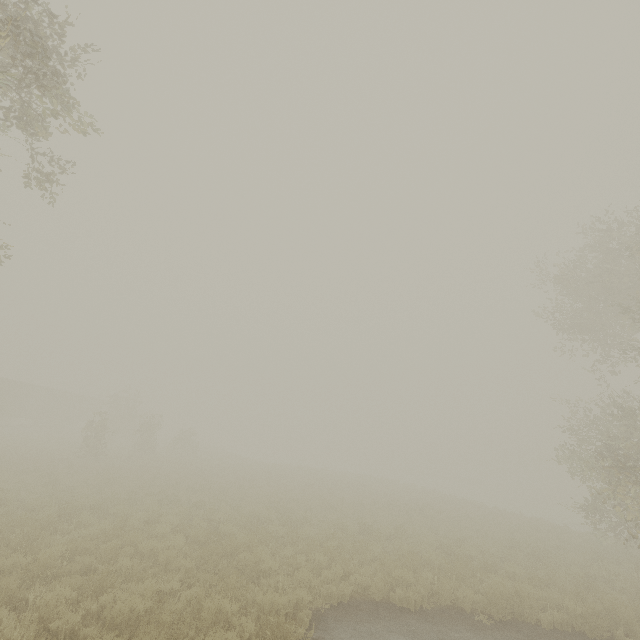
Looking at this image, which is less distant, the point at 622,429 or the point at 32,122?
the point at 32,122
